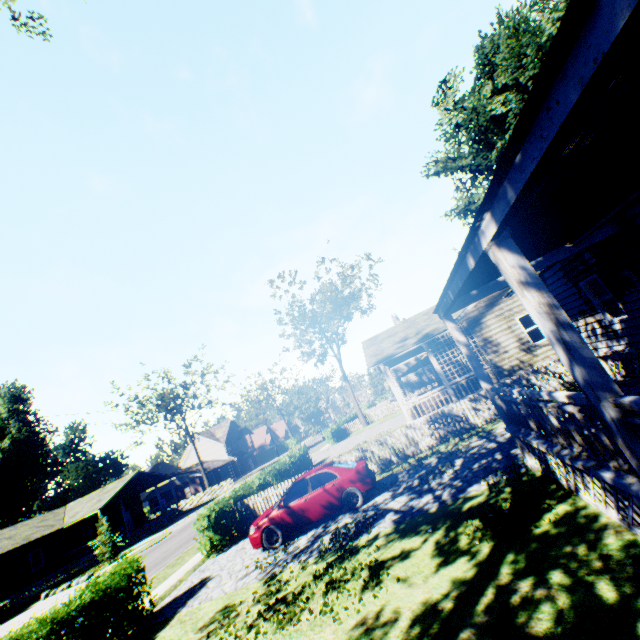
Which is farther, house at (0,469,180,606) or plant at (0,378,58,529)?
plant at (0,378,58,529)

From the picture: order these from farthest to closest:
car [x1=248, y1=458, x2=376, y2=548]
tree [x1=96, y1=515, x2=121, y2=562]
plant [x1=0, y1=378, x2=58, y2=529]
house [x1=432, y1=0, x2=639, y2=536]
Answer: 1. plant [x1=0, y1=378, x2=58, y2=529]
2. tree [x1=96, y1=515, x2=121, y2=562]
3. car [x1=248, y1=458, x2=376, y2=548]
4. house [x1=432, y1=0, x2=639, y2=536]

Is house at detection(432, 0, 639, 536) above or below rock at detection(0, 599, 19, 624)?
above

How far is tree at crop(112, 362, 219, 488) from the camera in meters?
43.7 m

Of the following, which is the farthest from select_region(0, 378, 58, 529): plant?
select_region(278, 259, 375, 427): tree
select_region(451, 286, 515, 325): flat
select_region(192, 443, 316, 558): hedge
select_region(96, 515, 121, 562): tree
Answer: select_region(451, 286, 515, 325): flat

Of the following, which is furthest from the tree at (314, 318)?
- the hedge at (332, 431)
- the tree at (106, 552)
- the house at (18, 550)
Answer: the tree at (106, 552)

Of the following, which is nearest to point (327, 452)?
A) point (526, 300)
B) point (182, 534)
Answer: point (182, 534)

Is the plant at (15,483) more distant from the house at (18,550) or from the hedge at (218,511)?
the hedge at (218,511)
